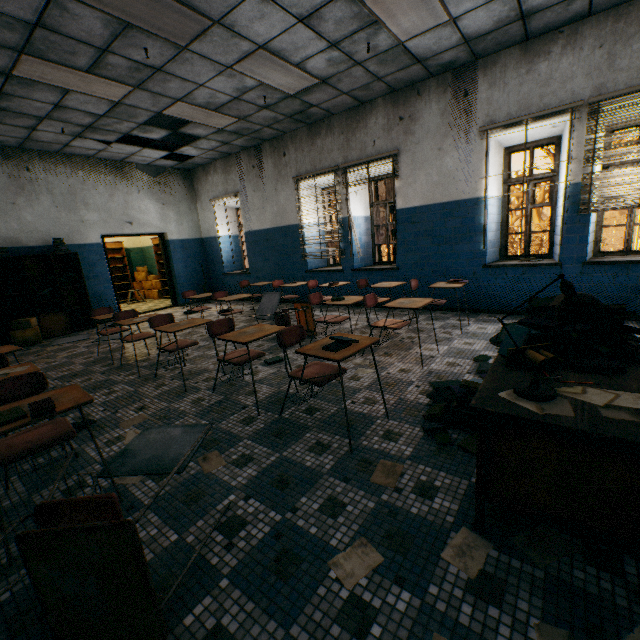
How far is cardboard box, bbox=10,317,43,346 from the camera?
6.4m

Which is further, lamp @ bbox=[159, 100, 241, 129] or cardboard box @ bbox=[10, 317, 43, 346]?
cardboard box @ bbox=[10, 317, 43, 346]

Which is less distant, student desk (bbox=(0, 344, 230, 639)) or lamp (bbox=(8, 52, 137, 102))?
student desk (bbox=(0, 344, 230, 639))

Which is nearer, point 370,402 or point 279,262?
point 370,402

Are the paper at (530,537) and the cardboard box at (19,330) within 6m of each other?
no

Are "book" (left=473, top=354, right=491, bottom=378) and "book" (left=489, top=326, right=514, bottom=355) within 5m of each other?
yes

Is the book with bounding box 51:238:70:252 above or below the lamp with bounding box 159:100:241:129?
below

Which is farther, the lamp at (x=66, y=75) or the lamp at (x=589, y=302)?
the lamp at (x=66, y=75)
